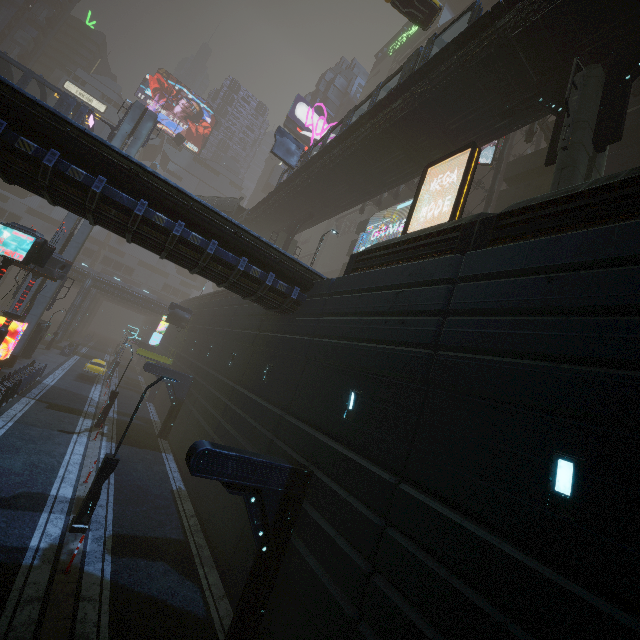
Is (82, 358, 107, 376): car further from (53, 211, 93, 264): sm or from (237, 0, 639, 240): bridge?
(237, 0, 639, 240): bridge

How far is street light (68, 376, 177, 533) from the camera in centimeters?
1078cm

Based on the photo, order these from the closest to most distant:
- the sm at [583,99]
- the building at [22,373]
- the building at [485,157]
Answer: the sm at [583,99], the building at [22,373], the building at [485,157]

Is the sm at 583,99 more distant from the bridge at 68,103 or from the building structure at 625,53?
the bridge at 68,103

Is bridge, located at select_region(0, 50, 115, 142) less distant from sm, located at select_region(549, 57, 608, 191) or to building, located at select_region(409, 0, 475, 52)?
building, located at select_region(409, 0, 475, 52)

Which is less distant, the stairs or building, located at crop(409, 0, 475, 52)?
the stairs

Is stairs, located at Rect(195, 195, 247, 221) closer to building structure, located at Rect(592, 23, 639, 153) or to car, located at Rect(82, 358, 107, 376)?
car, located at Rect(82, 358, 107, 376)

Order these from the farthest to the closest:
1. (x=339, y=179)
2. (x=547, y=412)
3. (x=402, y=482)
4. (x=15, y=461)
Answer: (x=339, y=179)
(x=15, y=461)
(x=402, y=482)
(x=547, y=412)
